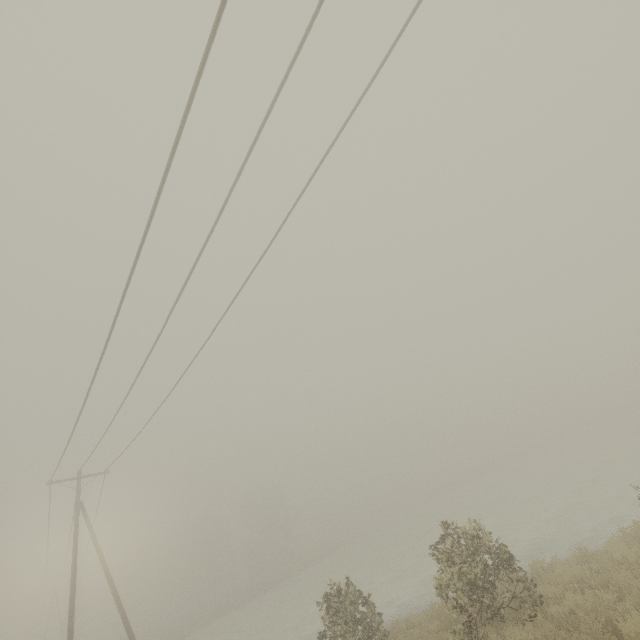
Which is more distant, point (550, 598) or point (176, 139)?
point (550, 598)

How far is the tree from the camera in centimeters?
5309cm

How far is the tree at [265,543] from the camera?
53.09m
